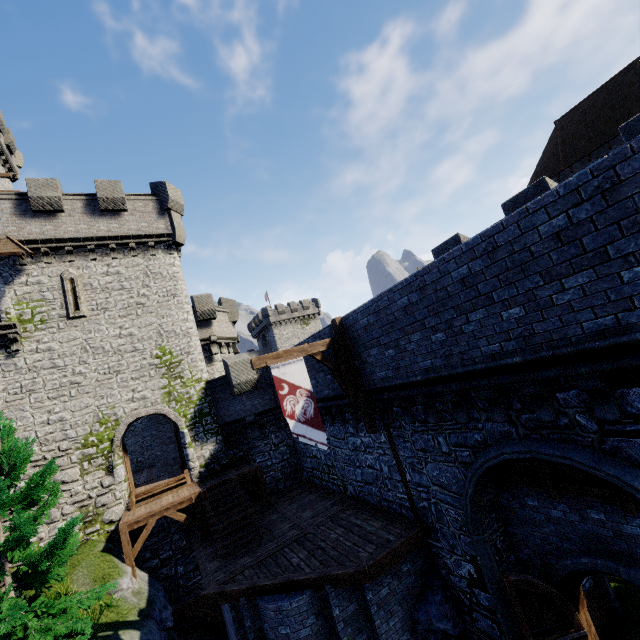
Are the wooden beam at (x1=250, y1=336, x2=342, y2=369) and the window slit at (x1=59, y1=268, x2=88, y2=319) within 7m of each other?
no

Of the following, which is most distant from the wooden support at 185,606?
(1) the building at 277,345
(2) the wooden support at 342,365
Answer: (1) the building at 277,345

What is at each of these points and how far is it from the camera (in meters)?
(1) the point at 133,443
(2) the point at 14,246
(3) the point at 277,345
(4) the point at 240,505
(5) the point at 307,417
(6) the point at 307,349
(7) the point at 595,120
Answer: (1) building tower, 31.03
(2) awning, 15.71
(3) building, 55.59
(4) stairs, 14.77
(5) flag, 9.39
(6) wooden beam, 10.31
(7) building, 26.55

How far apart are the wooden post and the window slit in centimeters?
1385cm

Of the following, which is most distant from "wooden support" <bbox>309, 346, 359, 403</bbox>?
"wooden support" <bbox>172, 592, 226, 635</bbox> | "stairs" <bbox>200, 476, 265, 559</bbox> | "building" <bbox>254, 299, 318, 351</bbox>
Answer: "building" <bbox>254, 299, 318, 351</bbox>

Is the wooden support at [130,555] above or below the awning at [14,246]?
below

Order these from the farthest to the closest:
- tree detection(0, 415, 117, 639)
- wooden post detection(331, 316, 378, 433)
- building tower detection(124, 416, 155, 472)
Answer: building tower detection(124, 416, 155, 472) → wooden post detection(331, 316, 378, 433) → tree detection(0, 415, 117, 639)

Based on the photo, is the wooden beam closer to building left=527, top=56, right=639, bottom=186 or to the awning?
the awning
